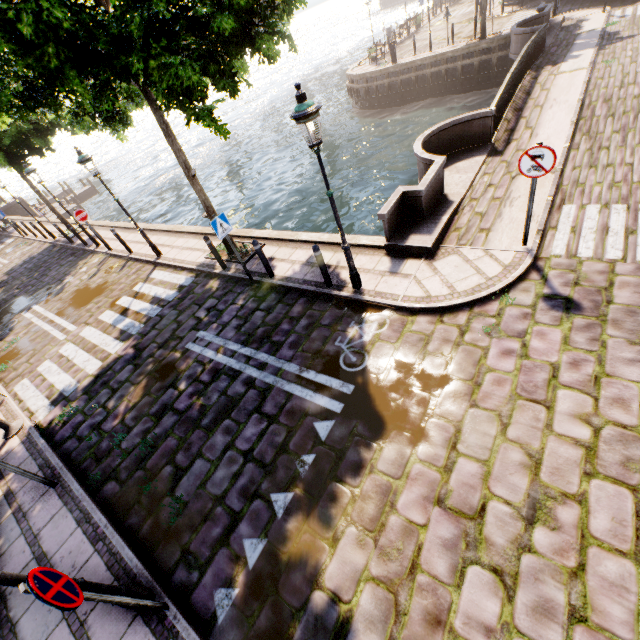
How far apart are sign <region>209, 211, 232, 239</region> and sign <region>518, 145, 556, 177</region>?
6.1 meters

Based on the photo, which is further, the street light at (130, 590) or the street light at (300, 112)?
the street light at (300, 112)

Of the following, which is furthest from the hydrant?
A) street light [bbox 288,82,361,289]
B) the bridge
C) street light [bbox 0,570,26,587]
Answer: the bridge

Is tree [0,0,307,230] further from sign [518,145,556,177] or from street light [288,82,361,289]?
sign [518,145,556,177]

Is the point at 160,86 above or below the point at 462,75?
above

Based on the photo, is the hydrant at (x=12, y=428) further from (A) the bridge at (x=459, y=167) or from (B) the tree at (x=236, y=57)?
(A) the bridge at (x=459, y=167)

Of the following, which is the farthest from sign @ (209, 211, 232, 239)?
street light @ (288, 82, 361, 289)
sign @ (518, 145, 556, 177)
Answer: sign @ (518, 145, 556, 177)

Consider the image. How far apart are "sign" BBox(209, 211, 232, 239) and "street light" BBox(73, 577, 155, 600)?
6.31m
